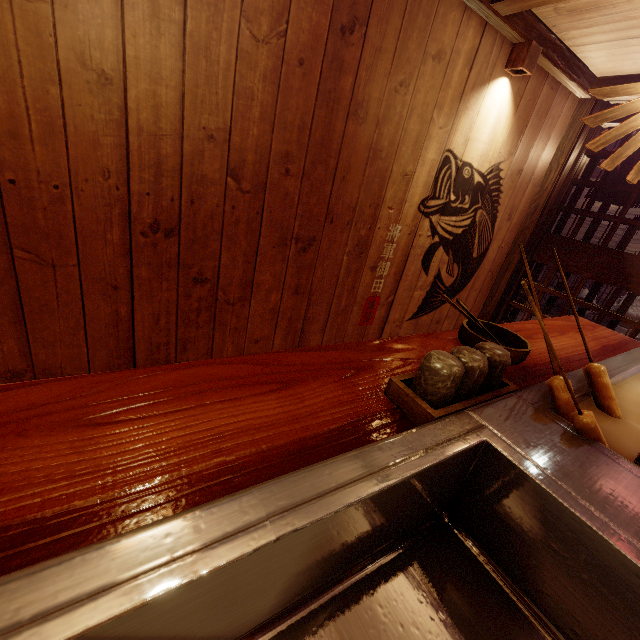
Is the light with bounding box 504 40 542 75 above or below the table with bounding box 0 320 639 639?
above

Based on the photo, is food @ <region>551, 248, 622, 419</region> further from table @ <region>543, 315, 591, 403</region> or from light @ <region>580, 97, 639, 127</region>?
light @ <region>580, 97, 639, 127</region>

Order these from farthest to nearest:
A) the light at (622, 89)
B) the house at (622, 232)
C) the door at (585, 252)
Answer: the house at (622, 232) < the door at (585, 252) < the light at (622, 89)

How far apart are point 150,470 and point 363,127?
3.7 meters

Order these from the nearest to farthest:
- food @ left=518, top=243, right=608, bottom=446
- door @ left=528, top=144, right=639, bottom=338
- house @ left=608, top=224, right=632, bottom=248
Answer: food @ left=518, top=243, right=608, bottom=446 < door @ left=528, top=144, right=639, bottom=338 < house @ left=608, top=224, right=632, bottom=248

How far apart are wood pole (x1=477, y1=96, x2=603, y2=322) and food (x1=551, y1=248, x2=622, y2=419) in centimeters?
459cm

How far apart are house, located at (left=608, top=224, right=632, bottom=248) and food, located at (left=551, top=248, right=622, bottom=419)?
13.65m

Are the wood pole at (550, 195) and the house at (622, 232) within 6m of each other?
no
